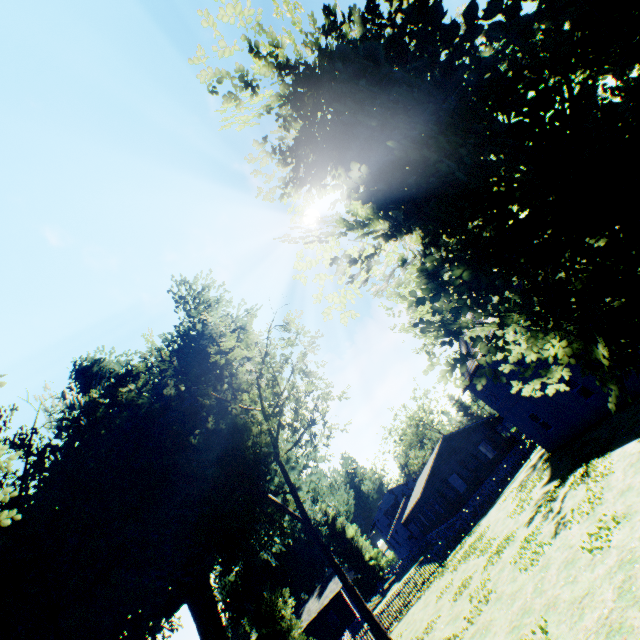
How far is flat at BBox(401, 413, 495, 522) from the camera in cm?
3362

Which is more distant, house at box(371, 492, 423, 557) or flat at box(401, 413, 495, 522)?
house at box(371, 492, 423, 557)

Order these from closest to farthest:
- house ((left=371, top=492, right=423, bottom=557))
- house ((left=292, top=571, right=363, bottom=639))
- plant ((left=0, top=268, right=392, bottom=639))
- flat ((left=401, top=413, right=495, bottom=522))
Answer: plant ((left=0, top=268, right=392, bottom=639)) → flat ((left=401, top=413, right=495, bottom=522)) → house ((left=292, top=571, right=363, bottom=639)) → house ((left=371, top=492, right=423, bottom=557))

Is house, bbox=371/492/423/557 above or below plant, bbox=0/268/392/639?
below

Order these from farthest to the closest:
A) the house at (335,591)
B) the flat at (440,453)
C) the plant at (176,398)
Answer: the house at (335,591)
the flat at (440,453)
the plant at (176,398)

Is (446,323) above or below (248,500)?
A: below

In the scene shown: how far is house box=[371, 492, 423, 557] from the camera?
49.4m

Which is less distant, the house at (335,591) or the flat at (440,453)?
the flat at (440,453)
